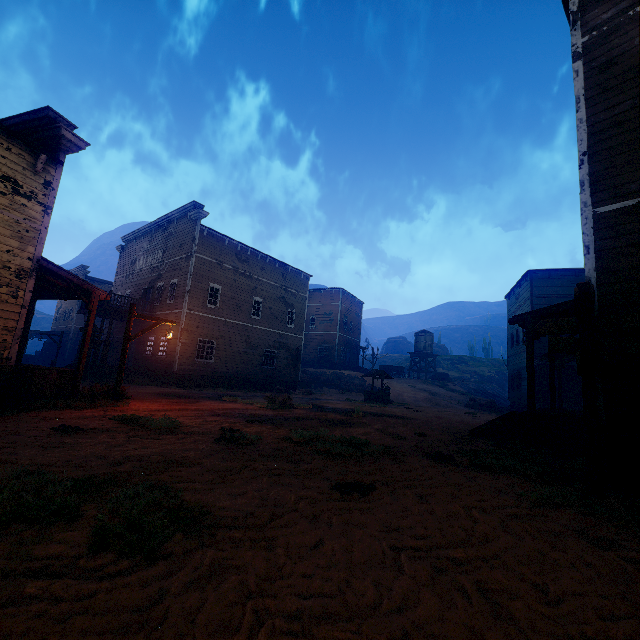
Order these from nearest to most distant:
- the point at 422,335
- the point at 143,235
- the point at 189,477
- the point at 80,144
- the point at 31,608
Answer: the point at 31,608 → the point at 189,477 → the point at 80,144 → the point at 143,235 → the point at 422,335

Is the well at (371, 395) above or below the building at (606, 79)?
below

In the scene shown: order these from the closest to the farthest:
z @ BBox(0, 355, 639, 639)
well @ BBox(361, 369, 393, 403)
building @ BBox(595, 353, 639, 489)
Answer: z @ BBox(0, 355, 639, 639), building @ BBox(595, 353, 639, 489), well @ BBox(361, 369, 393, 403)

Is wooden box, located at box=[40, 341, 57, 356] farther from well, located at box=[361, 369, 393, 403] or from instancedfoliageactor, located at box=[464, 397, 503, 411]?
well, located at box=[361, 369, 393, 403]

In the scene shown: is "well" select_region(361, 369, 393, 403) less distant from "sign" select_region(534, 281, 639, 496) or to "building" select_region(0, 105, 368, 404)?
"building" select_region(0, 105, 368, 404)

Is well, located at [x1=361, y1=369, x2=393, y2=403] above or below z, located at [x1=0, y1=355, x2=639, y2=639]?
above

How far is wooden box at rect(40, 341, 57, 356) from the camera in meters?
37.3

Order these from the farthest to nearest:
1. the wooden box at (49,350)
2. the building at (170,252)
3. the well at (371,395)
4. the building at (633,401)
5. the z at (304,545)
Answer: the wooden box at (49,350) < the well at (371,395) < the building at (170,252) < the building at (633,401) < the z at (304,545)
